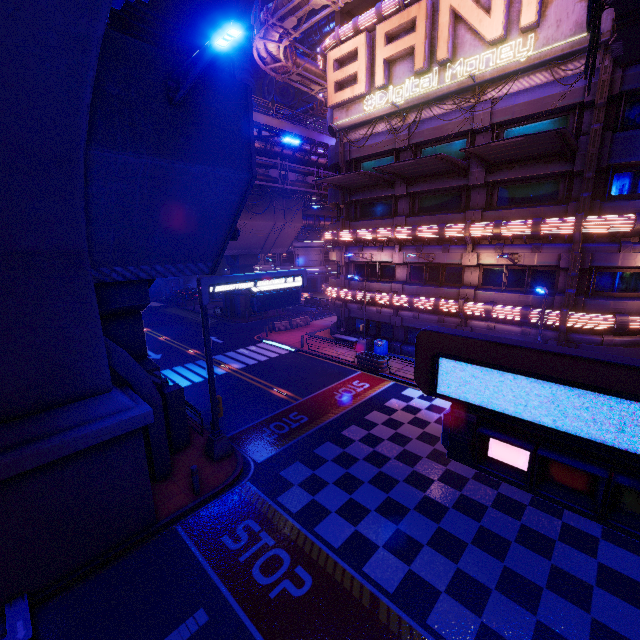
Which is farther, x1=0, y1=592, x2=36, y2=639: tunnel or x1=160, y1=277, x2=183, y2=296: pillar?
x1=160, y1=277, x2=183, y2=296: pillar

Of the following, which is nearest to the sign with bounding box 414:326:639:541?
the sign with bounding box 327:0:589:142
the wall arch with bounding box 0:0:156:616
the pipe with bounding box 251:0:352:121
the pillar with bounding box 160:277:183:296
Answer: the wall arch with bounding box 0:0:156:616

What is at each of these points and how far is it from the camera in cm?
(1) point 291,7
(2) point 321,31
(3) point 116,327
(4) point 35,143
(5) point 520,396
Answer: (1) pipe, 2120
(2) walkway, 5503
(3) pillar, 1202
(4) wall arch, 612
(5) sign, 351

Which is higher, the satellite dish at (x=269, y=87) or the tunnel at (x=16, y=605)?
the satellite dish at (x=269, y=87)

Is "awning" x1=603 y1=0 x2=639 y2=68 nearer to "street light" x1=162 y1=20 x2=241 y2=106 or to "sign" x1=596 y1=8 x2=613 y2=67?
"sign" x1=596 y1=8 x2=613 y2=67

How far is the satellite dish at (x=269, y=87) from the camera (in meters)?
55.28

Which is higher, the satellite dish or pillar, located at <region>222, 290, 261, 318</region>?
the satellite dish

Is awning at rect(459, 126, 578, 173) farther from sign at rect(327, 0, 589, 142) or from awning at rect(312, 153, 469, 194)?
sign at rect(327, 0, 589, 142)
